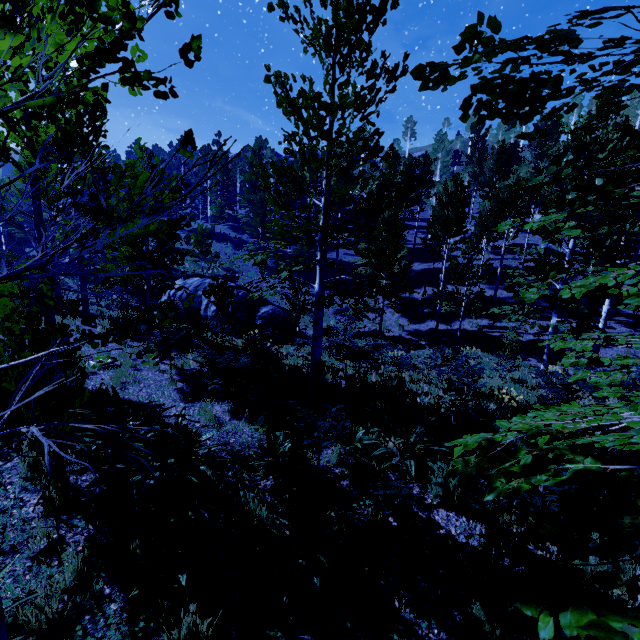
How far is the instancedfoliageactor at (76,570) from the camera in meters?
3.0 m

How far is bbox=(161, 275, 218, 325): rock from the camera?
18.5m

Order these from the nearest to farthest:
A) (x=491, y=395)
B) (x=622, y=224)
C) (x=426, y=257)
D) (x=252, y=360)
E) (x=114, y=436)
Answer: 1. (x=114, y=436)
2. (x=252, y=360)
3. (x=491, y=395)
4. (x=622, y=224)
5. (x=426, y=257)

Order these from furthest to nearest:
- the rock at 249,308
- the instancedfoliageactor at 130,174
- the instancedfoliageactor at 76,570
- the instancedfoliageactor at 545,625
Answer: the rock at 249,308, the instancedfoliageactor at 76,570, the instancedfoliageactor at 130,174, the instancedfoliageactor at 545,625

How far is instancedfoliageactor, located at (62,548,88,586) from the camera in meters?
3.0

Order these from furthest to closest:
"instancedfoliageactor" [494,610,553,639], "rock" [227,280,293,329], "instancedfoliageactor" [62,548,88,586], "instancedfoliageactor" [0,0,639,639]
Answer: "rock" [227,280,293,329] → "instancedfoliageactor" [62,548,88,586] → "instancedfoliageactor" [0,0,639,639] → "instancedfoliageactor" [494,610,553,639]
